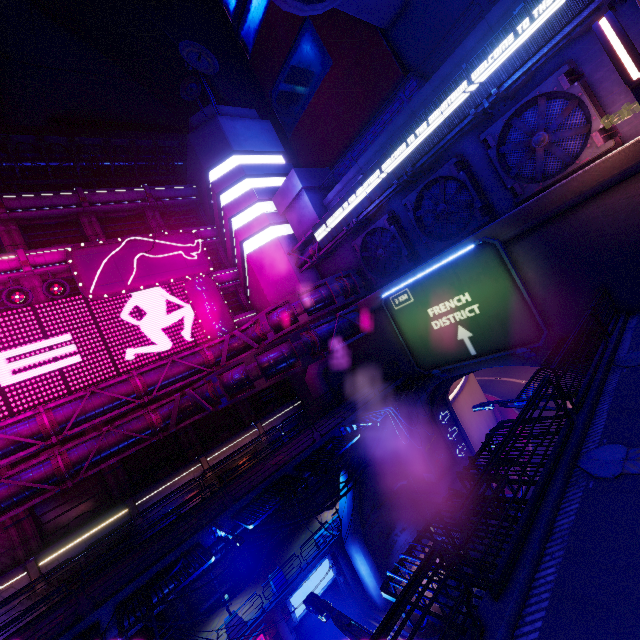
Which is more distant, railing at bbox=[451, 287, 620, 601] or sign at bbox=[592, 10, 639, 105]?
sign at bbox=[592, 10, 639, 105]

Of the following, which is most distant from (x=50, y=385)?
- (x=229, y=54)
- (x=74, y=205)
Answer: (x=229, y=54)

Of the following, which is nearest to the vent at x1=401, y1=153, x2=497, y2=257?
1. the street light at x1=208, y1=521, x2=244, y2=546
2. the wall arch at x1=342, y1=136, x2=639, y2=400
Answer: the wall arch at x1=342, y1=136, x2=639, y2=400

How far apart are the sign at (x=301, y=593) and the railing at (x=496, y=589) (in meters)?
19.74

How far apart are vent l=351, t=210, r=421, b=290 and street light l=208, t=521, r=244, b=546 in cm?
1754

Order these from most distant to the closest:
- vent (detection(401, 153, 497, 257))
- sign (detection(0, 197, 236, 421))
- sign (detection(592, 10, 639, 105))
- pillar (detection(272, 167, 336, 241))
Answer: pillar (detection(272, 167, 336, 241)) < sign (detection(0, 197, 236, 421)) < vent (detection(401, 153, 497, 257)) < sign (detection(592, 10, 639, 105))

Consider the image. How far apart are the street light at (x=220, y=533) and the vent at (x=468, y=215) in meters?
17.7 m

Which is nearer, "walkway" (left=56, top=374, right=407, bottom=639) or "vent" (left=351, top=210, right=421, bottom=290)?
"walkway" (left=56, top=374, right=407, bottom=639)
